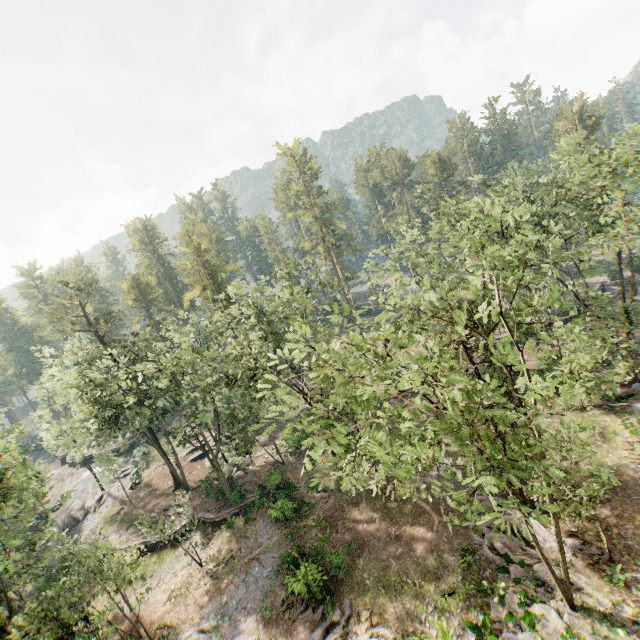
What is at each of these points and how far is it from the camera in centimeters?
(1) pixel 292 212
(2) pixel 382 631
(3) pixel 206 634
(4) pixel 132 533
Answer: (1) foliage, 5625cm
(2) foliage, 1744cm
(3) foliage, 2170cm
(4) ground embankment, 3312cm

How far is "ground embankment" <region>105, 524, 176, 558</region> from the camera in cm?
3094

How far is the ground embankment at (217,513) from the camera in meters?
30.6 m

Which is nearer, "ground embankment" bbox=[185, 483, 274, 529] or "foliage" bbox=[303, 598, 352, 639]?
"foliage" bbox=[303, 598, 352, 639]

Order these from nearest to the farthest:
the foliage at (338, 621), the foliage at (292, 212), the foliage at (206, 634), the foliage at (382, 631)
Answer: the foliage at (292, 212) → the foliage at (382, 631) → the foliage at (338, 621) → the foliage at (206, 634)

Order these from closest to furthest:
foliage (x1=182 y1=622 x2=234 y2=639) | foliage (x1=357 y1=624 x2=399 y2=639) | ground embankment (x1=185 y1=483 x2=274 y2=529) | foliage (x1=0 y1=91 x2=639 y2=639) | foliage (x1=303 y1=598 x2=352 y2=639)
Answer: foliage (x1=0 y1=91 x2=639 y2=639) < foliage (x1=357 y1=624 x2=399 y2=639) < foliage (x1=303 y1=598 x2=352 y2=639) < foliage (x1=182 y1=622 x2=234 y2=639) < ground embankment (x1=185 y1=483 x2=274 y2=529)
